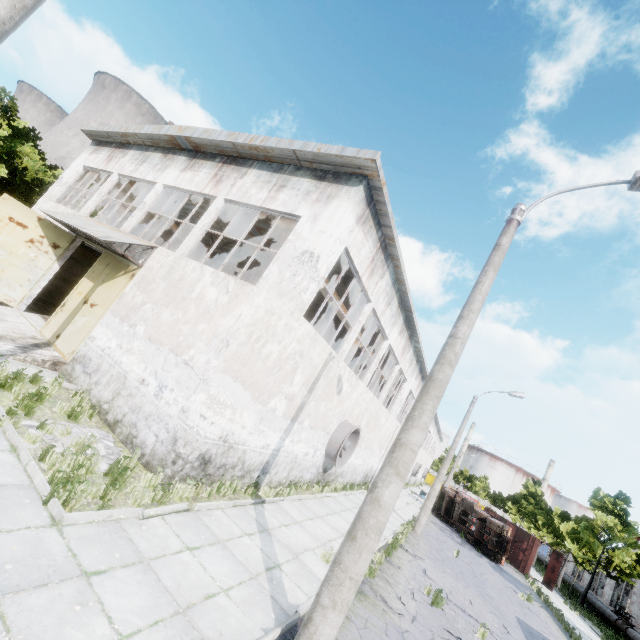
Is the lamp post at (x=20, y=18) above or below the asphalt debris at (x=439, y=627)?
above

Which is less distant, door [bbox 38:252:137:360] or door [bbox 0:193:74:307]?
door [bbox 38:252:137:360]

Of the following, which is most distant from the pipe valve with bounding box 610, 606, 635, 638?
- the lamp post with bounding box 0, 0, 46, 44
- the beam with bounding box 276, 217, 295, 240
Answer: the lamp post with bounding box 0, 0, 46, 44

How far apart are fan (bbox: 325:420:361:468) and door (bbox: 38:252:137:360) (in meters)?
9.97

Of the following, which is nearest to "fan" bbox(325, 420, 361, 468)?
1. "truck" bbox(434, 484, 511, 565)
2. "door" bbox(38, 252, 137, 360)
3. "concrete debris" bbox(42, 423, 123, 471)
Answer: "concrete debris" bbox(42, 423, 123, 471)

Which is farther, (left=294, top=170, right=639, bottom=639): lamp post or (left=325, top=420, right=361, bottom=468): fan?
(left=325, top=420, right=361, bottom=468): fan

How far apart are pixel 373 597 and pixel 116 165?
20.6m

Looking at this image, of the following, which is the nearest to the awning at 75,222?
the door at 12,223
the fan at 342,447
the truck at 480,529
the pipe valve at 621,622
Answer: the door at 12,223
